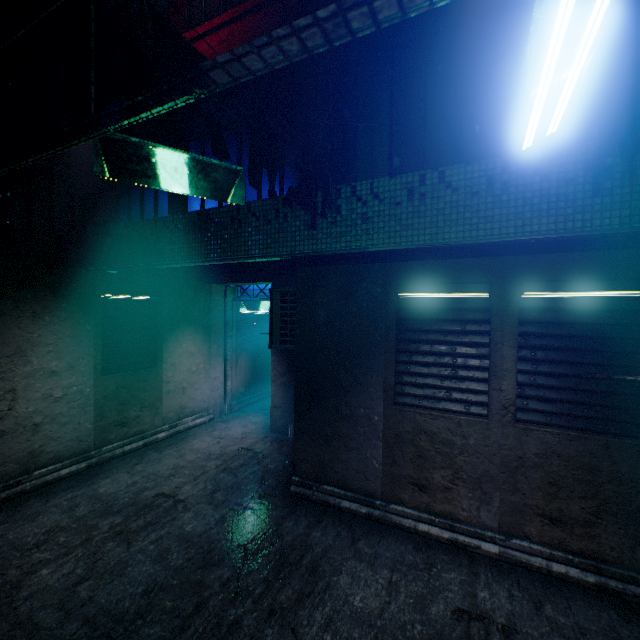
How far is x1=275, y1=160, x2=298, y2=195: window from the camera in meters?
4.7

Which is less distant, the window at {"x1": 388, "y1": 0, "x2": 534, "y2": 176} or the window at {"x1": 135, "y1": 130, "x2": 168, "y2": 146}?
the window at {"x1": 388, "y1": 0, "x2": 534, "y2": 176}

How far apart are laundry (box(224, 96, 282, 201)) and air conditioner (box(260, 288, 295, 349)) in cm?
135

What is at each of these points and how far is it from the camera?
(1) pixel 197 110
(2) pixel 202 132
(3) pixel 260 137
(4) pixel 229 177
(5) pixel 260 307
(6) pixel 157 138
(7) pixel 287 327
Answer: (1) laundry, 2.3m
(2) window, 5.4m
(3) laundry, 3.1m
(4) light, 2.6m
(5) light, 7.4m
(6) window, 6.0m
(7) air conditioner, 4.9m

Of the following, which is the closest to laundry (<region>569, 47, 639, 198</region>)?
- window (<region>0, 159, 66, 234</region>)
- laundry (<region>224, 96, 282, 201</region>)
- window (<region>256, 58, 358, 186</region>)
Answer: window (<region>256, 58, 358, 186</region>)

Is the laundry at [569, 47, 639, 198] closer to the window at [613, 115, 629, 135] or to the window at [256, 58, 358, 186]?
the window at [613, 115, 629, 135]

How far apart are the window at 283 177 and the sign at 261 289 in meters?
1.8 m

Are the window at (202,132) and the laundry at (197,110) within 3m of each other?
yes
